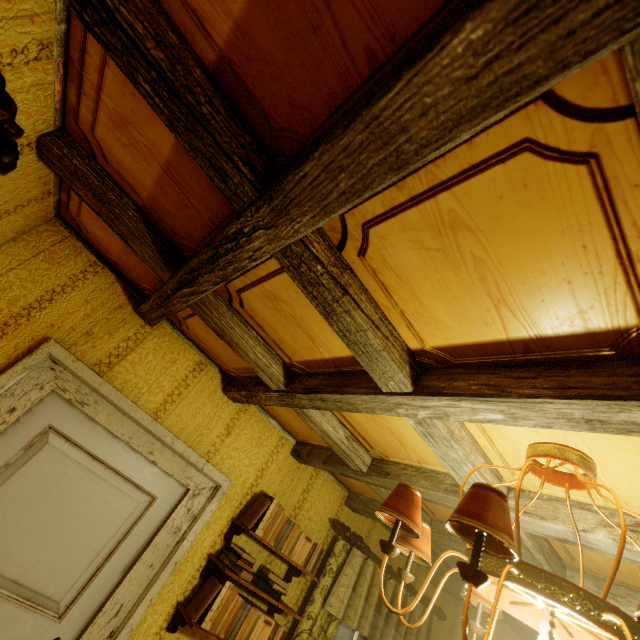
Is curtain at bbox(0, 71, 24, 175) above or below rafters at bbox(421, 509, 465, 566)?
below

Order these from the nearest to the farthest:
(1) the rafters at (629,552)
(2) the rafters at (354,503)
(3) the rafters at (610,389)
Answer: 1. (3) the rafters at (610,389)
2. (1) the rafters at (629,552)
3. (2) the rafters at (354,503)

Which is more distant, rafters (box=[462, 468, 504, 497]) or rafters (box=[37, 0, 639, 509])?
rafters (box=[462, 468, 504, 497])

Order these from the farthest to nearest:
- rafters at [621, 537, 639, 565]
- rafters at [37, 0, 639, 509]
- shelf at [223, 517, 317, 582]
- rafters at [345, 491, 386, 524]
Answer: rafters at [345, 491, 386, 524] < shelf at [223, 517, 317, 582] < rafters at [621, 537, 639, 565] < rafters at [37, 0, 639, 509]

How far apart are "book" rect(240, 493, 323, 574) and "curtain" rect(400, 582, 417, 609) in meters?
0.2

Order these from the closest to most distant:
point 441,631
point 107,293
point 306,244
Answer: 1. point 306,244
2. point 107,293
3. point 441,631

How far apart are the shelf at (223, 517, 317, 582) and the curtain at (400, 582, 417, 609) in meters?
0.2 m

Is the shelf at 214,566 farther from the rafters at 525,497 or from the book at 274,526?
the rafters at 525,497
